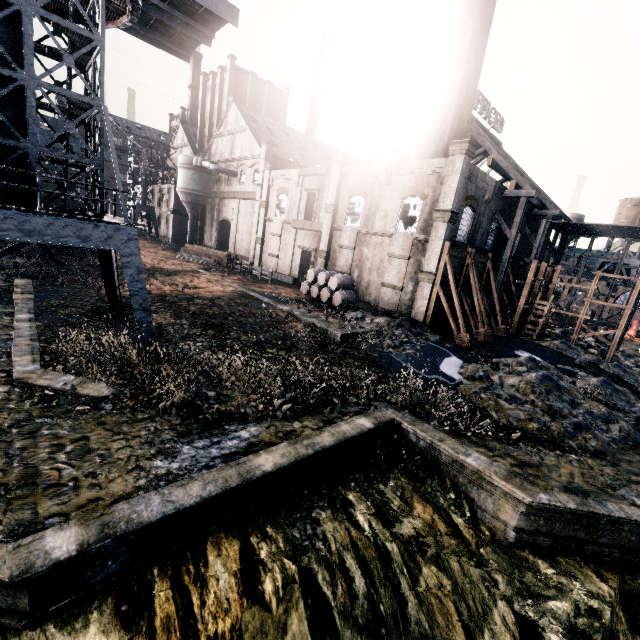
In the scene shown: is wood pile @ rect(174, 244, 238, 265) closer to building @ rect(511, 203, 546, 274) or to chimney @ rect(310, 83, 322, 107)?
chimney @ rect(310, 83, 322, 107)

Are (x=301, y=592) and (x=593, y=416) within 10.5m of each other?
no

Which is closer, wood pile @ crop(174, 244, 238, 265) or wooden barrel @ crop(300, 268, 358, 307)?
wooden barrel @ crop(300, 268, 358, 307)

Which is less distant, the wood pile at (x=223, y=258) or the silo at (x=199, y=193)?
the wood pile at (x=223, y=258)

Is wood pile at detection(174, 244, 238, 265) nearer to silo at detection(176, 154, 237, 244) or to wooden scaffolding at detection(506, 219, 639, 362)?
silo at detection(176, 154, 237, 244)

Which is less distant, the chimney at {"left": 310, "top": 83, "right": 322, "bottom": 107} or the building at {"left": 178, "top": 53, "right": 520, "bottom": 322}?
the building at {"left": 178, "top": 53, "right": 520, "bottom": 322}

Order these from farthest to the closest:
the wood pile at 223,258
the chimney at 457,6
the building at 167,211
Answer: the building at 167,211 → the wood pile at 223,258 → the chimney at 457,6

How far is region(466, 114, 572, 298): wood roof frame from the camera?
27.5m
